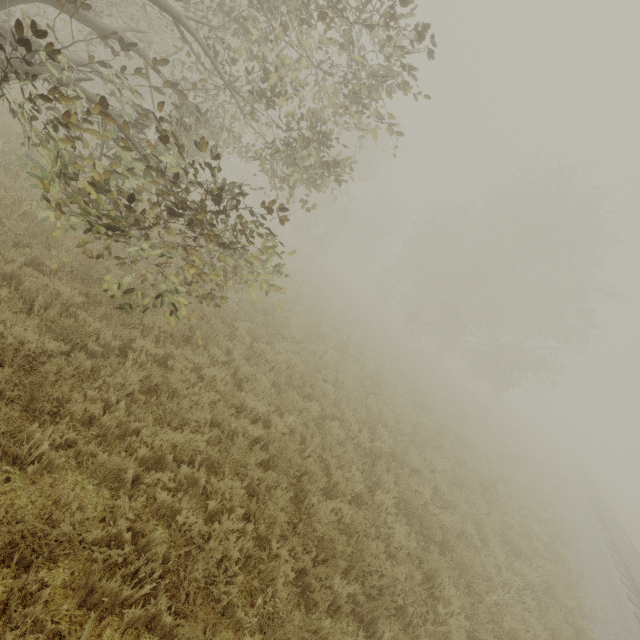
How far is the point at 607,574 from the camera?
11.4m
